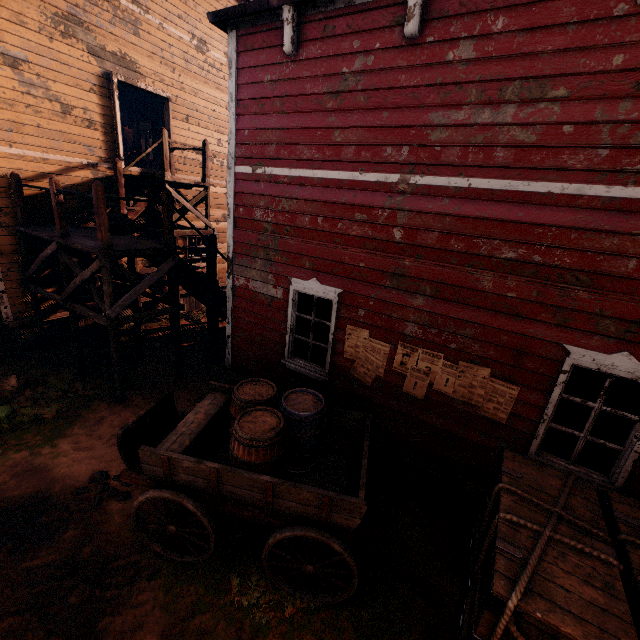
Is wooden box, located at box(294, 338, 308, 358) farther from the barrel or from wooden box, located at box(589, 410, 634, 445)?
wooden box, located at box(589, 410, 634, 445)

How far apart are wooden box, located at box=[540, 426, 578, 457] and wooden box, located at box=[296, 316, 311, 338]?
3.4 meters

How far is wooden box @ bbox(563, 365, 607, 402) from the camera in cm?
432

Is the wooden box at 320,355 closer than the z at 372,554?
No

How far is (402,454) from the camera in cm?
514

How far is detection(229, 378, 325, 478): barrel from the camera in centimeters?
374cm

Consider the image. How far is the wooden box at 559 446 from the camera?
4.4 meters
